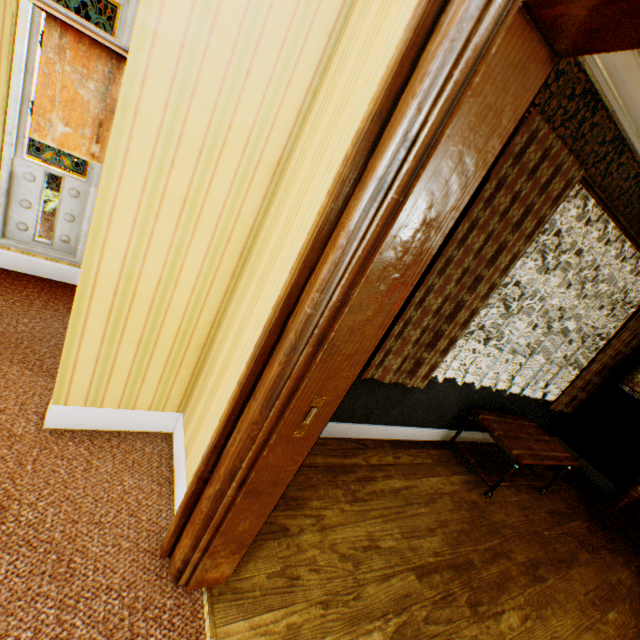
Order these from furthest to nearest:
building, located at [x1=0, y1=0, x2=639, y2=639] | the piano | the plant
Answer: the piano → the plant → building, located at [x1=0, y1=0, x2=639, y2=639]

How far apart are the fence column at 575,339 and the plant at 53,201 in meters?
27.9

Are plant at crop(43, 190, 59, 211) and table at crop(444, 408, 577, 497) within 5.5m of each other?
yes

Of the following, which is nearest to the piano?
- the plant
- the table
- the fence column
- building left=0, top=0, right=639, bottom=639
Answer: → building left=0, top=0, right=639, bottom=639

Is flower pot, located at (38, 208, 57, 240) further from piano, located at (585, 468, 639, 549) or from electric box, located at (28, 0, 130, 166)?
piano, located at (585, 468, 639, 549)

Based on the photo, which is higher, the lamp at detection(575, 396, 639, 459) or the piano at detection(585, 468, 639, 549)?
the lamp at detection(575, 396, 639, 459)

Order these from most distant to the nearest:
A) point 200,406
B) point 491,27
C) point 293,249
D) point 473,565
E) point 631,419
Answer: point 631,419 → point 473,565 → point 200,406 → point 293,249 → point 491,27

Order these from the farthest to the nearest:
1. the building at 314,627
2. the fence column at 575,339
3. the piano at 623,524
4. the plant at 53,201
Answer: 1. the fence column at 575,339
2. the piano at 623,524
3. the plant at 53,201
4. the building at 314,627
